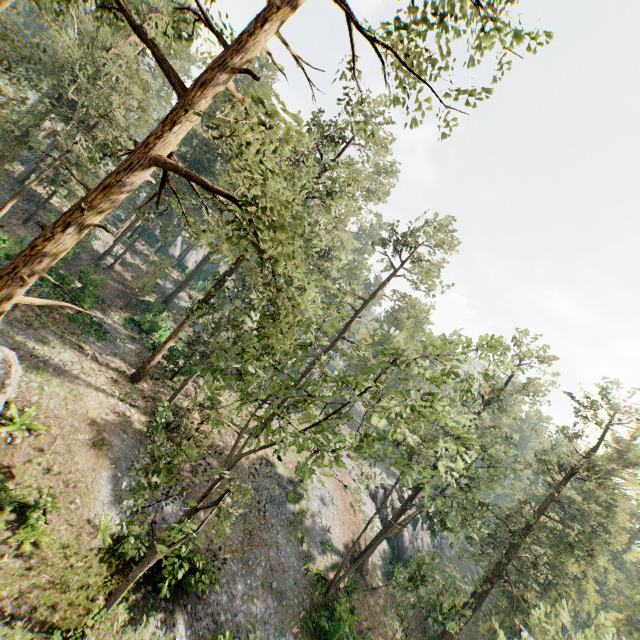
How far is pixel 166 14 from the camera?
7.3 meters

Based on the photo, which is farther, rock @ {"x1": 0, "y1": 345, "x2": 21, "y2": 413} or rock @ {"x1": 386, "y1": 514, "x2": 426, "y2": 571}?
rock @ {"x1": 386, "y1": 514, "x2": 426, "y2": 571}

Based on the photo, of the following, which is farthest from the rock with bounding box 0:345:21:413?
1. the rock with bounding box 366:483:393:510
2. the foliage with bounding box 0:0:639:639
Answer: the rock with bounding box 366:483:393:510

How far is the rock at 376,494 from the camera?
46.34m

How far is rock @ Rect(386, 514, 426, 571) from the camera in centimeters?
4209cm

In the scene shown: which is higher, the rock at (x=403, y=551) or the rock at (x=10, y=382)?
the rock at (x=10, y=382)

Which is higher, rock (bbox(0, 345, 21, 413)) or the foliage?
the foliage

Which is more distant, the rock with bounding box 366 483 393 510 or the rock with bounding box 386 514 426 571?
the rock with bounding box 366 483 393 510
